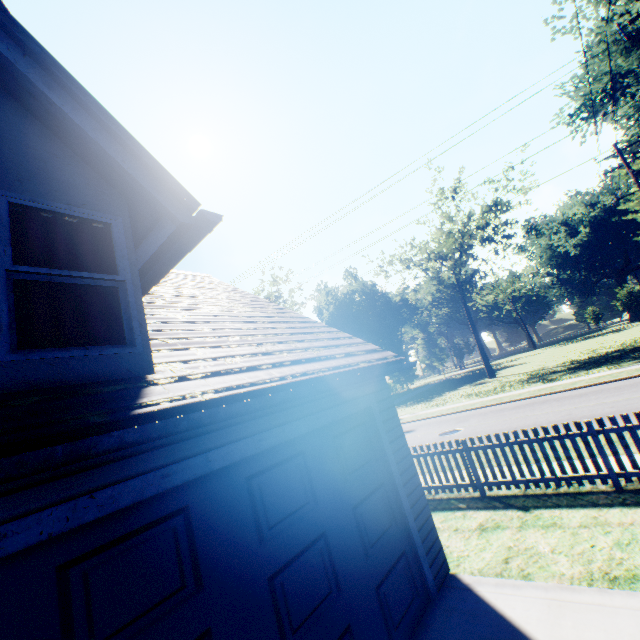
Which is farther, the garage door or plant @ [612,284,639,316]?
plant @ [612,284,639,316]

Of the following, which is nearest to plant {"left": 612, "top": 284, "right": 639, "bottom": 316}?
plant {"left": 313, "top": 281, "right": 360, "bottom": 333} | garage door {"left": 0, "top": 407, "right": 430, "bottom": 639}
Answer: garage door {"left": 0, "top": 407, "right": 430, "bottom": 639}

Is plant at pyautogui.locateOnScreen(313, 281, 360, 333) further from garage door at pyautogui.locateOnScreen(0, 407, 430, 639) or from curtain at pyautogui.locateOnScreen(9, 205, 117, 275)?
garage door at pyautogui.locateOnScreen(0, 407, 430, 639)

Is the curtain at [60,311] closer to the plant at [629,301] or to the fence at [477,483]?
the fence at [477,483]

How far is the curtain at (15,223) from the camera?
2.8 meters

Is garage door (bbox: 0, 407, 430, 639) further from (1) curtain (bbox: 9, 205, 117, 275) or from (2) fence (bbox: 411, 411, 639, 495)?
(2) fence (bbox: 411, 411, 639, 495)

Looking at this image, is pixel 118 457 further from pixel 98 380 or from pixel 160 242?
pixel 160 242

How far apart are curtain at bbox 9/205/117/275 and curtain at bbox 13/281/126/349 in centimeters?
12cm
